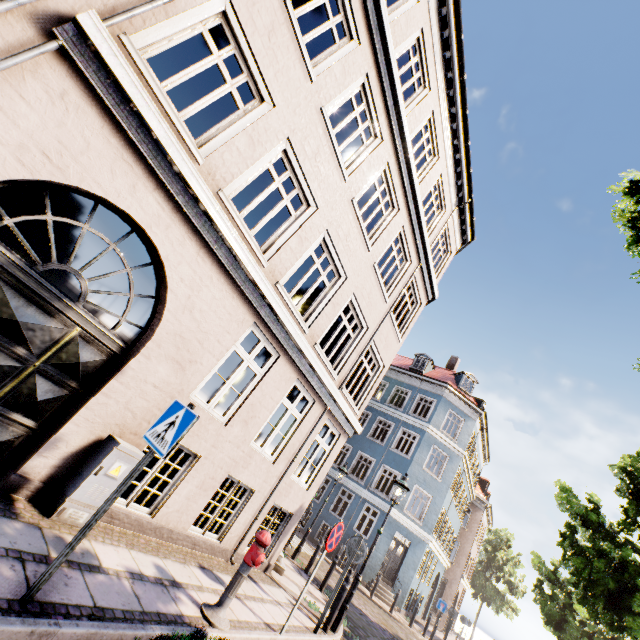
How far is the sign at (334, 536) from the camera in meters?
5.9 m

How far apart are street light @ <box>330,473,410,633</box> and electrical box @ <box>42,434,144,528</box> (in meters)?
6.46

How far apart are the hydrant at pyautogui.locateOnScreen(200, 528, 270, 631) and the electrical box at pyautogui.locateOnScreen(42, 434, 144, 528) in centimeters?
191cm

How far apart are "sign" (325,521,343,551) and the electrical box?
3.5 meters

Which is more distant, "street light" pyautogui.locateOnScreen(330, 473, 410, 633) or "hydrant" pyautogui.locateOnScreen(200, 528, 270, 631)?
"street light" pyautogui.locateOnScreen(330, 473, 410, 633)

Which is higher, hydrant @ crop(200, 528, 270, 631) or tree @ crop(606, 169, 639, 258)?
tree @ crop(606, 169, 639, 258)

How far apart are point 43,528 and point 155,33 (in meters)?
6.22

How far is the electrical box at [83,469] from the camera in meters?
4.1
